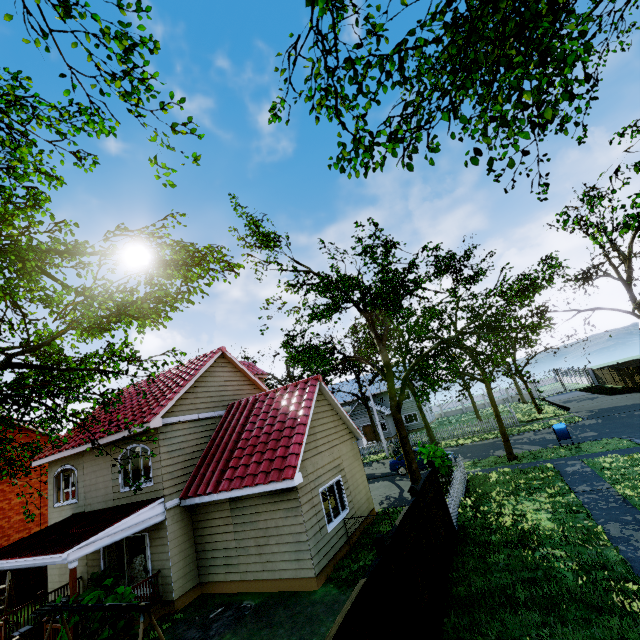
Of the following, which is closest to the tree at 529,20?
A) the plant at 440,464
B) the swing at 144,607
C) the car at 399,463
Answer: the plant at 440,464

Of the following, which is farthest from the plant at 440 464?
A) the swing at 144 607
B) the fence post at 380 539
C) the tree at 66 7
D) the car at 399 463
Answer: the swing at 144 607

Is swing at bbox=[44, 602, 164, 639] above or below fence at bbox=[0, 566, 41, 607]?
above

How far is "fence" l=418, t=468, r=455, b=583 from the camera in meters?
8.7

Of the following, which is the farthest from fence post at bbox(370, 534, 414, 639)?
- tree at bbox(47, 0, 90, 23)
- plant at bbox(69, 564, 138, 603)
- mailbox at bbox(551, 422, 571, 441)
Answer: mailbox at bbox(551, 422, 571, 441)

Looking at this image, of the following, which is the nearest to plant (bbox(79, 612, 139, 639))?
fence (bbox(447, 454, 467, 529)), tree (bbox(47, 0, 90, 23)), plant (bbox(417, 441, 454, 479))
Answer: tree (bbox(47, 0, 90, 23))

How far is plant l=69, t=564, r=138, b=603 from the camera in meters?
8.6 m

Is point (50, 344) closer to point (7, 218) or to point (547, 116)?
point (7, 218)
